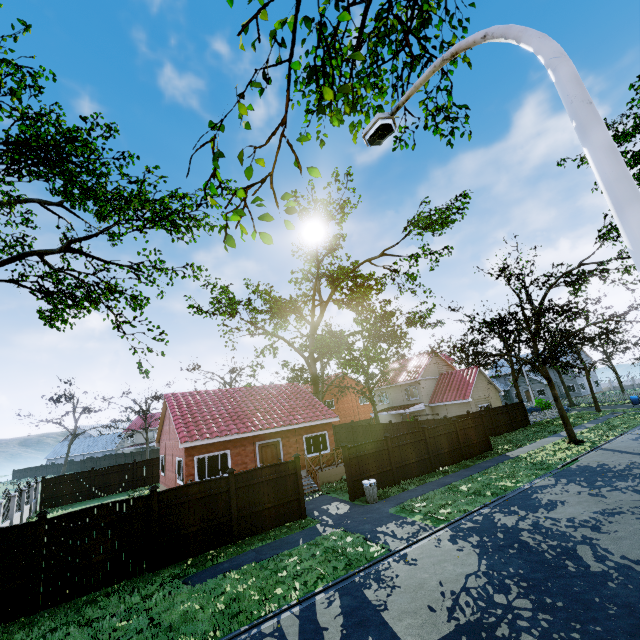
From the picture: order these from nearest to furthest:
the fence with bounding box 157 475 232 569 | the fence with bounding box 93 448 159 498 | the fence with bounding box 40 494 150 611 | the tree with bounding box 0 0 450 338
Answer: the tree with bounding box 0 0 450 338 < the fence with bounding box 40 494 150 611 < the fence with bounding box 157 475 232 569 < the fence with bounding box 93 448 159 498

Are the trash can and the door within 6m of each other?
no

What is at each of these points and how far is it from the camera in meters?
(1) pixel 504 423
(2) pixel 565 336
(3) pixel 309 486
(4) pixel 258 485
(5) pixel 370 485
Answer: (1) fence, 28.9
(2) tree, 20.8
(3) stairs, 18.2
(4) fence, 13.2
(5) trash can, 14.8

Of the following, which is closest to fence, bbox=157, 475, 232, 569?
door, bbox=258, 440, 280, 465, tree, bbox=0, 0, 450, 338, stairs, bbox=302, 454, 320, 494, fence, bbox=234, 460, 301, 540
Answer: fence, bbox=234, 460, 301, 540

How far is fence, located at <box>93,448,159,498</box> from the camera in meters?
28.2 m

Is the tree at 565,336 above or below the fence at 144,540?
above

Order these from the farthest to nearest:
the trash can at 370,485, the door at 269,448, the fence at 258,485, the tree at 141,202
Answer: the door at 269,448, the trash can at 370,485, the fence at 258,485, the tree at 141,202

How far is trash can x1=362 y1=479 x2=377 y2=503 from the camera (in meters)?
14.68
